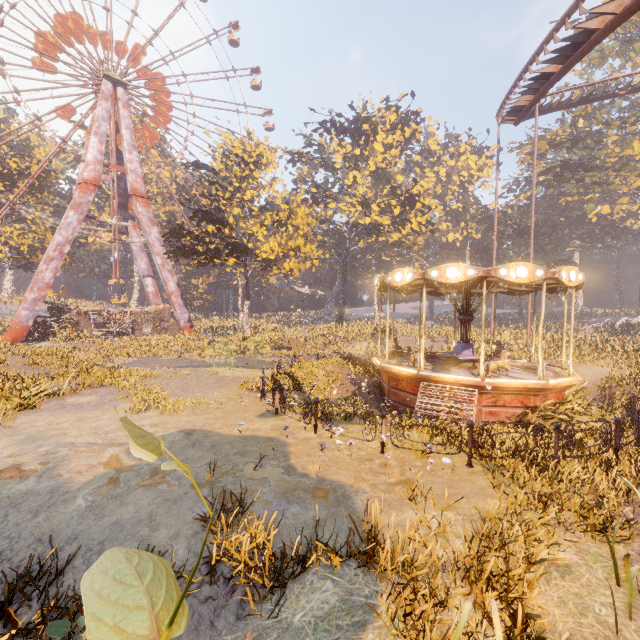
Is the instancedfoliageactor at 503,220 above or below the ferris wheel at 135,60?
below

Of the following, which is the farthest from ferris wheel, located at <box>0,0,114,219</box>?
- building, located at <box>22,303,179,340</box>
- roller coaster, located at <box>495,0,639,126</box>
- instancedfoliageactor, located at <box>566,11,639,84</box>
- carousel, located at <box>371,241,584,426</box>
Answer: roller coaster, located at <box>495,0,639,126</box>

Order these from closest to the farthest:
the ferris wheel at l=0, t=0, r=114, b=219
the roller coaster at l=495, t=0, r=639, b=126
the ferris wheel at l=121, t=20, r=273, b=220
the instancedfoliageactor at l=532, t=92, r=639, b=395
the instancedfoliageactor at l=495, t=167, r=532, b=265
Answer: the roller coaster at l=495, t=0, r=639, b=126
the instancedfoliageactor at l=532, t=92, r=639, b=395
the ferris wheel at l=0, t=0, r=114, b=219
the ferris wheel at l=121, t=20, r=273, b=220
the instancedfoliageactor at l=495, t=167, r=532, b=265

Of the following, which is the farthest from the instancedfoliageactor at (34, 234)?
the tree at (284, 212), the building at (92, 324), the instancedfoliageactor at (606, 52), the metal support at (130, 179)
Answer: the instancedfoliageactor at (606, 52)

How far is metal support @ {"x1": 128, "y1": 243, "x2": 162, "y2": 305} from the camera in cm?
3966

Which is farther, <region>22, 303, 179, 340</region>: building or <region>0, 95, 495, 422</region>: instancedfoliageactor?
<region>22, 303, 179, 340</region>: building

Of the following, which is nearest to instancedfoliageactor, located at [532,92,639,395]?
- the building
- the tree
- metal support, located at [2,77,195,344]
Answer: the tree

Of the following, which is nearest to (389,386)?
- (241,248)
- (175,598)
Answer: (175,598)
